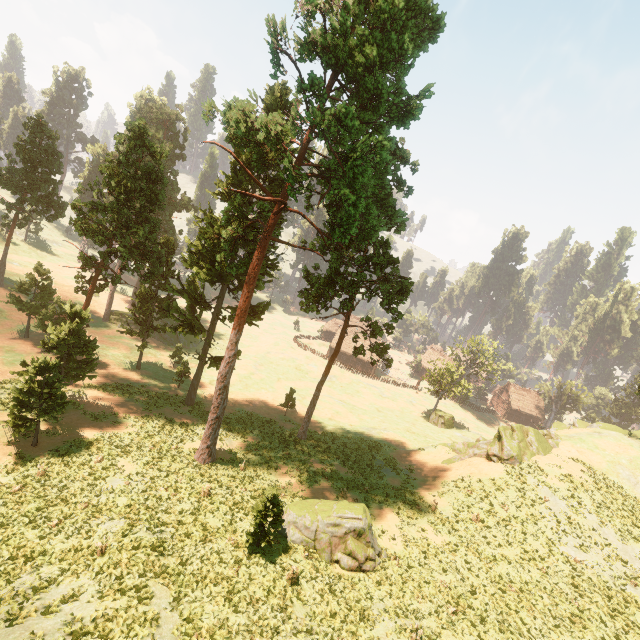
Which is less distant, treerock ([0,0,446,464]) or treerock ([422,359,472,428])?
treerock ([0,0,446,464])

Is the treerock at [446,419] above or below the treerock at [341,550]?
below

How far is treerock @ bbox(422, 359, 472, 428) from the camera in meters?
Result: 50.0

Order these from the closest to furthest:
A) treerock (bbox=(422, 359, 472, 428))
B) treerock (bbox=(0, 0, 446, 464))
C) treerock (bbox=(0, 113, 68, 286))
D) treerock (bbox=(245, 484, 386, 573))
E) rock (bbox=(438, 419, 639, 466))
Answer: treerock (bbox=(245, 484, 386, 573)) < treerock (bbox=(0, 0, 446, 464)) < rock (bbox=(438, 419, 639, 466)) < treerock (bbox=(0, 113, 68, 286)) < treerock (bbox=(422, 359, 472, 428))

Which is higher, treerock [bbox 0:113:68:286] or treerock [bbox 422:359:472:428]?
treerock [bbox 0:113:68:286]

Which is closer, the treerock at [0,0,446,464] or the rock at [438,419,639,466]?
the treerock at [0,0,446,464]

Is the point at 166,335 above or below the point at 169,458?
below

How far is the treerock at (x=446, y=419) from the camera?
50.03m
